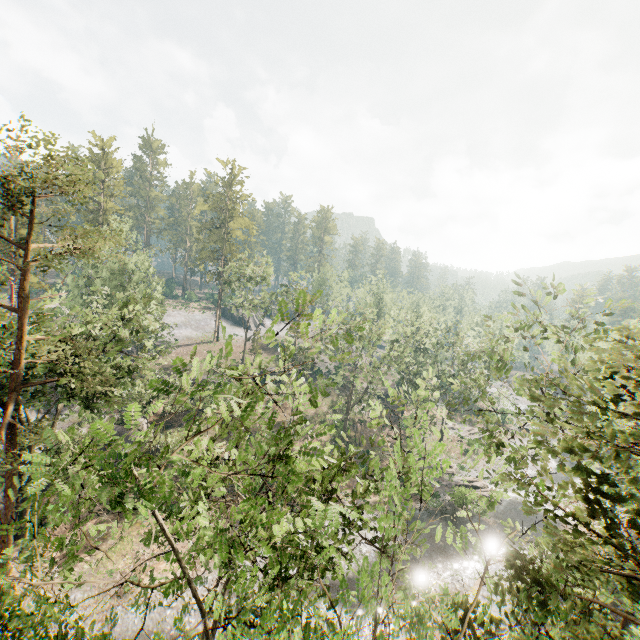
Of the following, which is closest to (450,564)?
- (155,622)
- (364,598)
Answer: (155,622)
